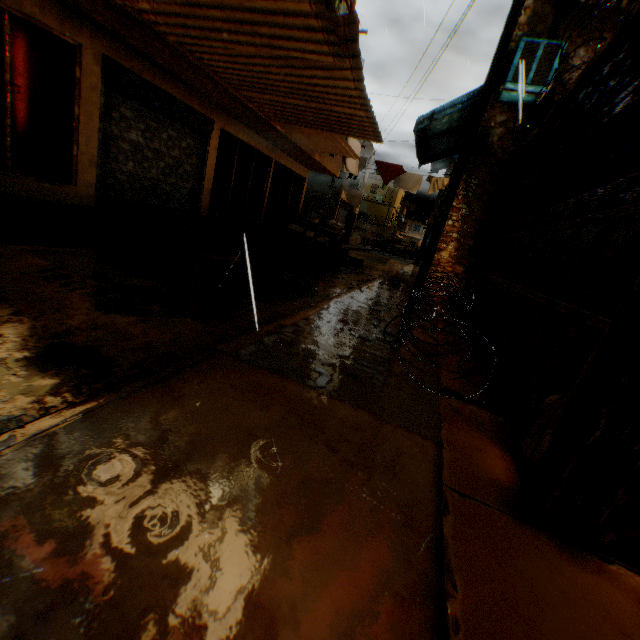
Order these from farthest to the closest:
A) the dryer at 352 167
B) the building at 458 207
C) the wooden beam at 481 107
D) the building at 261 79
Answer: the dryer at 352 167, the wooden beam at 481 107, the building at 261 79, the building at 458 207

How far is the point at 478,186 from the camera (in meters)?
7.52

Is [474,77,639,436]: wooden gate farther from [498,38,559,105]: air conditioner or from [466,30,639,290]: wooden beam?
[498,38,559,105]: air conditioner

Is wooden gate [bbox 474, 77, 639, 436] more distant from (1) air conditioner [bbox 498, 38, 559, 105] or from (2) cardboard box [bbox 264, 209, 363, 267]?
(2) cardboard box [bbox 264, 209, 363, 267]

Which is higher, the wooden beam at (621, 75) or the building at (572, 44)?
the building at (572, 44)

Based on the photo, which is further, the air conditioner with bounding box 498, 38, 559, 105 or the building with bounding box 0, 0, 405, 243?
the air conditioner with bounding box 498, 38, 559, 105

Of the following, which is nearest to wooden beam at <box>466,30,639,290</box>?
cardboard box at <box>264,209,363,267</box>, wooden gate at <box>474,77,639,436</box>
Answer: wooden gate at <box>474,77,639,436</box>
